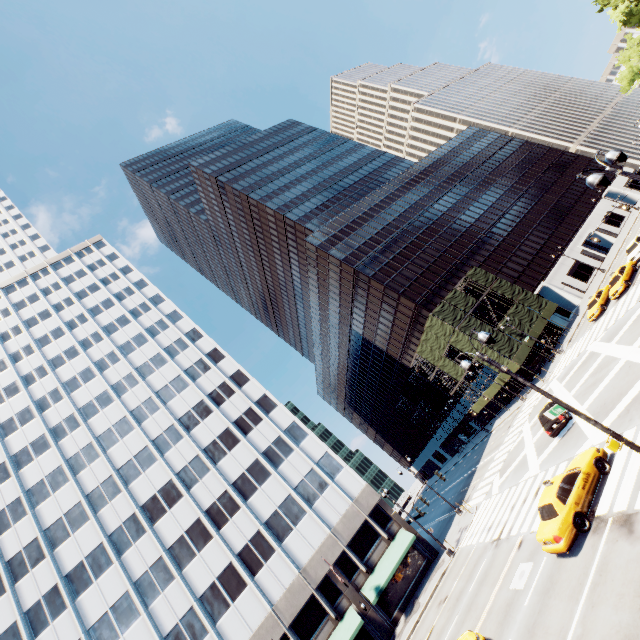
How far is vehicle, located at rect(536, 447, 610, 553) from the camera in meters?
13.0

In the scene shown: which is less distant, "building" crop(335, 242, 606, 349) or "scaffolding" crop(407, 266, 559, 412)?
"scaffolding" crop(407, 266, 559, 412)

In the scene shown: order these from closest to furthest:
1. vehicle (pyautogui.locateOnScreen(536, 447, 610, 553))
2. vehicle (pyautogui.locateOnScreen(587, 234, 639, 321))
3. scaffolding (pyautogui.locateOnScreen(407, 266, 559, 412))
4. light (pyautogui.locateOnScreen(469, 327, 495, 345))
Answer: light (pyautogui.locateOnScreen(469, 327, 495, 345)), vehicle (pyautogui.locateOnScreen(536, 447, 610, 553)), vehicle (pyautogui.locateOnScreen(587, 234, 639, 321)), scaffolding (pyautogui.locateOnScreen(407, 266, 559, 412))

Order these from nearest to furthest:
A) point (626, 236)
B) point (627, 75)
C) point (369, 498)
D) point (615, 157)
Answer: point (615, 157), point (627, 75), point (369, 498), point (626, 236)

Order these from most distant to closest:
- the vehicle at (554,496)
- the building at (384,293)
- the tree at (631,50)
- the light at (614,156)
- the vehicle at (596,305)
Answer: the building at (384,293), the vehicle at (596,305), the tree at (631,50), the vehicle at (554,496), the light at (614,156)

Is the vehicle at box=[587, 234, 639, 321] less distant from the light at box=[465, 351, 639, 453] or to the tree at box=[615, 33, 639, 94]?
the tree at box=[615, 33, 639, 94]

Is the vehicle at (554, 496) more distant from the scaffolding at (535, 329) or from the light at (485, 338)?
the scaffolding at (535, 329)

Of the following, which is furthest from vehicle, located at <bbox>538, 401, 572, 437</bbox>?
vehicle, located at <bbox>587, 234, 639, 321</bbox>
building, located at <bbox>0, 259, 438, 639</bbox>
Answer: building, located at <bbox>0, 259, 438, 639</bbox>
